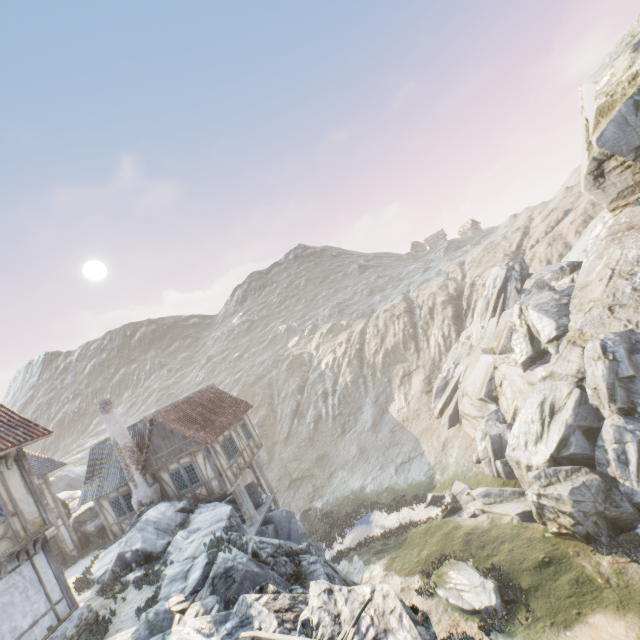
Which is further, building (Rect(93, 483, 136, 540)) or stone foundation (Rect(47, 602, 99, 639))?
building (Rect(93, 483, 136, 540))

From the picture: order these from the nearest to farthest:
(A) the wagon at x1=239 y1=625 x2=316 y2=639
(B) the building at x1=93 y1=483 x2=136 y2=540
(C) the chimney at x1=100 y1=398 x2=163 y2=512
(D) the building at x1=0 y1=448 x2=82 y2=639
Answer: (A) the wagon at x1=239 y1=625 x2=316 y2=639 < (D) the building at x1=0 y1=448 x2=82 y2=639 < (C) the chimney at x1=100 y1=398 x2=163 y2=512 < (B) the building at x1=93 y1=483 x2=136 y2=540

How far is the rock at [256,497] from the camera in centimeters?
2220cm

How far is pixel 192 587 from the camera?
10.5 meters

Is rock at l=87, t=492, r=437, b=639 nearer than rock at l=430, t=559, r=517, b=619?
Yes

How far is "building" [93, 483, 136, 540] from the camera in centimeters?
2014cm

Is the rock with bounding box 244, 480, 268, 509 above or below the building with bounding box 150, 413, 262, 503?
below

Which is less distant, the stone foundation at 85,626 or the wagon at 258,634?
the wagon at 258,634
